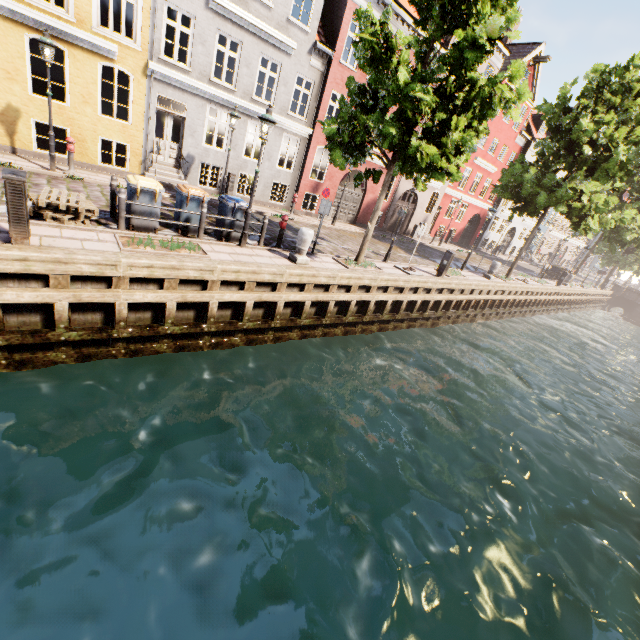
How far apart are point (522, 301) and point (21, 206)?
24.62m

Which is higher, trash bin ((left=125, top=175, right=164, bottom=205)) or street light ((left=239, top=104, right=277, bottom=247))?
street light ((left=239, top=104, right=277, bottom=247))

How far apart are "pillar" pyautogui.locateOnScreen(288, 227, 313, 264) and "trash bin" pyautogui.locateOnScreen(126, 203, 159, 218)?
→ 3.8m

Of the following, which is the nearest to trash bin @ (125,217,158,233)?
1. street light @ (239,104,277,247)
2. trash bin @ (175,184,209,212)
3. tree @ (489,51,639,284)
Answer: trash bin @ (175,184,209,212)

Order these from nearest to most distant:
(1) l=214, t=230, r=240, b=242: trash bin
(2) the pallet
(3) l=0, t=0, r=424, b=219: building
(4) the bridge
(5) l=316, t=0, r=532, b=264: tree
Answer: (2) the pallet < (5) l=316, t=0, r=532, b=264: tree < (1) l=214, t=230, r=240, b=242: trash bin < (3) l=0, t=0, r=424, b=219: building < (4) the bridge

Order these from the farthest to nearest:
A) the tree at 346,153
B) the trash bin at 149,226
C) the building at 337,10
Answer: the building at 337,10
the trash bin at 149,226
the tree at 346,153

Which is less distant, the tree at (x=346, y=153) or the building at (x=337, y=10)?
the tree at (x=346, y=153)

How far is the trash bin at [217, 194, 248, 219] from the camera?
9.6 meters
